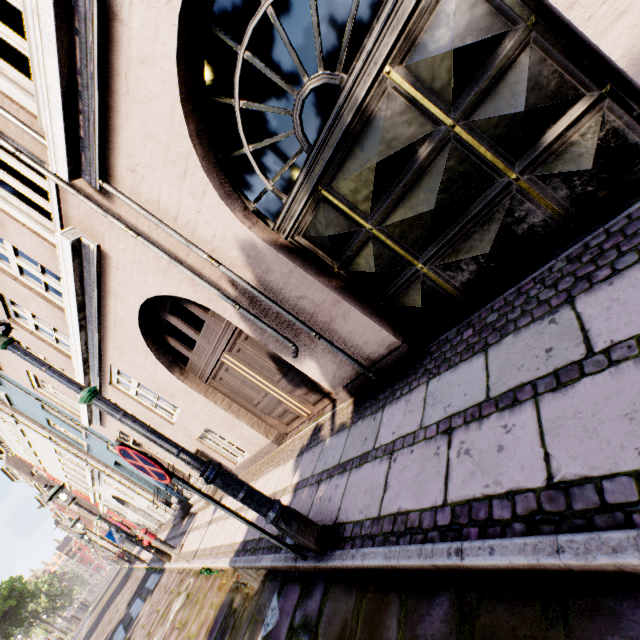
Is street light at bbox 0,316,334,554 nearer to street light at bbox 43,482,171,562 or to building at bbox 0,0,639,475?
building at bbox 0,0,639,475

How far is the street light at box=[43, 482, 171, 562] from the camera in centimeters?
856cm

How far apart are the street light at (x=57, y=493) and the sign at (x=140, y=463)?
8.4m

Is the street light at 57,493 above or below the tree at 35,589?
below

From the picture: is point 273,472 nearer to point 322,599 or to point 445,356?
point 322,599

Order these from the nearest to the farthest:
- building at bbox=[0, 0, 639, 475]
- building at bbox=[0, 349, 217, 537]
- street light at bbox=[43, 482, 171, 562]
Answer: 1. building at bbox=[0, 0, 639, 475]
2. street light at bbox=[43, 482, 171, 562]
3. building at bbox=[0, 349, 217, 537]

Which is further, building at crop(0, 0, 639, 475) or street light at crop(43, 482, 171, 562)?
street light at crop(43, 482, 171, 562)

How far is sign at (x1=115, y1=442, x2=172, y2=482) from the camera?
2.6 meters
